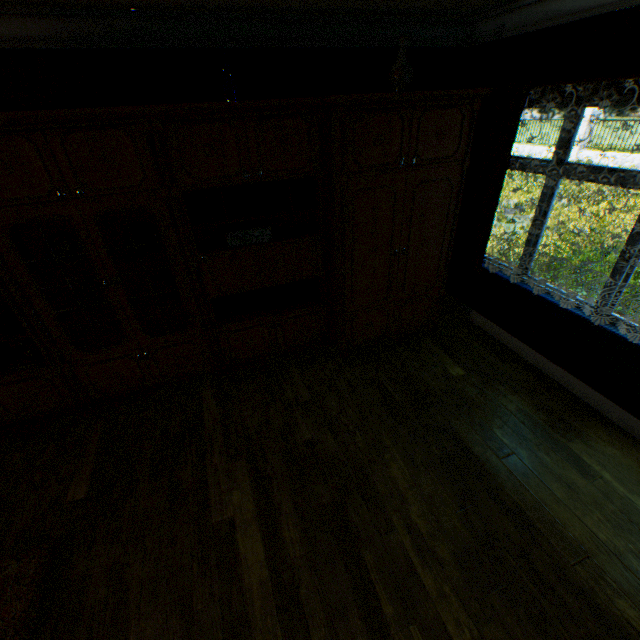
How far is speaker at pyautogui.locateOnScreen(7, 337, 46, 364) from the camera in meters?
2.9 m

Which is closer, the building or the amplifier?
the building

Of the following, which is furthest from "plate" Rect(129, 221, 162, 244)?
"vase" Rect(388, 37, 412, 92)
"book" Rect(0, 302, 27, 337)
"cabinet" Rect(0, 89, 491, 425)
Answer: "vase" Rect(388, 37, 412, 92)

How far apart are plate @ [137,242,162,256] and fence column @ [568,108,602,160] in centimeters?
2209cm

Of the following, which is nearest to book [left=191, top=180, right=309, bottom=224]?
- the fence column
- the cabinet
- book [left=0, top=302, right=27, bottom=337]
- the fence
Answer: the cabinet

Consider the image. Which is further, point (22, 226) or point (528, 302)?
point (528, 302)

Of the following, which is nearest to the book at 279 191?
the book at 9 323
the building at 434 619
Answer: the building at 434 619

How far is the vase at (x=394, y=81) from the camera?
2.7 meters
